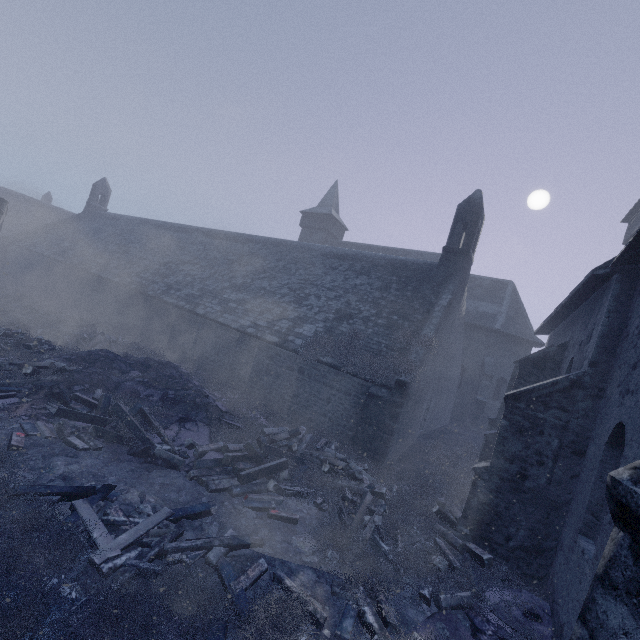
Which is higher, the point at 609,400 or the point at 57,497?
the point at 609,400

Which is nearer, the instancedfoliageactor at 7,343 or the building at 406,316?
the instancedfoliageactor at 7,343

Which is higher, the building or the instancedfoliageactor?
the building

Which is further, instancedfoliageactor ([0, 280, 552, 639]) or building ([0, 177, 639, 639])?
building ([0, 177, 639, 639])

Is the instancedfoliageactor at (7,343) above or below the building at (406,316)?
below
